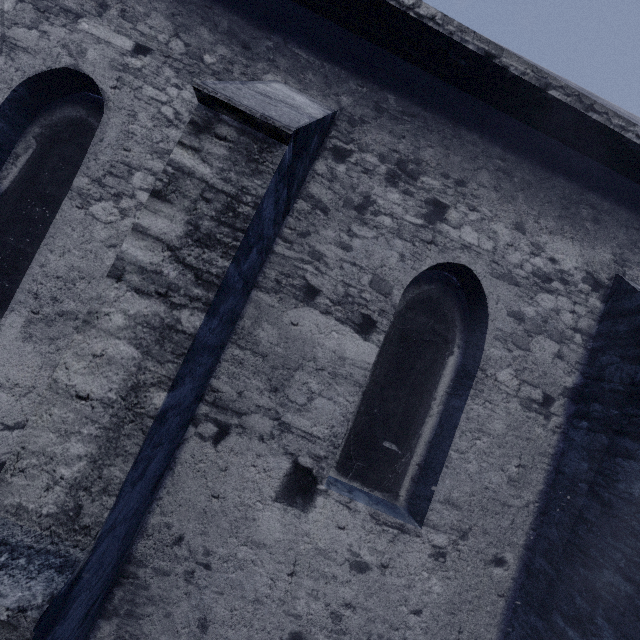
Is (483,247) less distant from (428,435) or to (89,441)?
(428,435)
